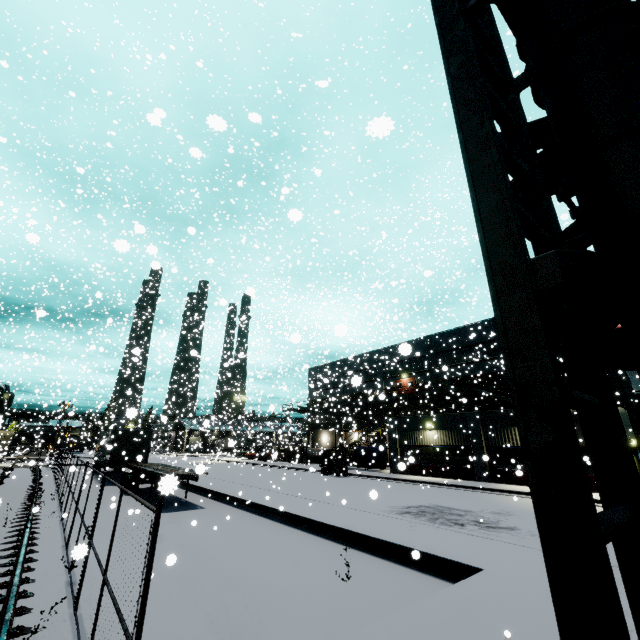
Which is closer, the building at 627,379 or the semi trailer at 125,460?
the semi trailer at 125,460

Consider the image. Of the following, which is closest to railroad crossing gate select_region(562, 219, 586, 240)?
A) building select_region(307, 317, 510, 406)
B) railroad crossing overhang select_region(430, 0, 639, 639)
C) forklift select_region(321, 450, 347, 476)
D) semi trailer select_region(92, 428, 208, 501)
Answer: railroad crossing overhang select_region(430, 0, 639, 639)

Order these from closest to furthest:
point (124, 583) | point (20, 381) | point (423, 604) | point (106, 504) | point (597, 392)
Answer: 1. point (597, 392)
2. point (423, 604)
3. point (124, 583)
4. point (106, 504)
5. point (20, 381)

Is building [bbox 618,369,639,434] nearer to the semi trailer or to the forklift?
the semi trailer

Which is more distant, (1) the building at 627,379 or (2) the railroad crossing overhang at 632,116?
(1) the building at 627,379

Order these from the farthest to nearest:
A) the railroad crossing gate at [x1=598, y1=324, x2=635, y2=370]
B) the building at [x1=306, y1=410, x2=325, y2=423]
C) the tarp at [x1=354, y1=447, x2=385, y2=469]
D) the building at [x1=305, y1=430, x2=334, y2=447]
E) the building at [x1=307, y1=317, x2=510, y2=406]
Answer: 1. the building at [x1=305, y1=430, x2=334, y2=447]
2. the building at [x1=306, y1=410, x2=325, y2=423]
3. the building at [x1=307, y1=317, x2=510, y2=406]
4. the tarp at [x1=354, y1=447, x2=385, y2=469]
5. the railroad crossing gate at [x1=598, y1=324, x2=635, y2=370]

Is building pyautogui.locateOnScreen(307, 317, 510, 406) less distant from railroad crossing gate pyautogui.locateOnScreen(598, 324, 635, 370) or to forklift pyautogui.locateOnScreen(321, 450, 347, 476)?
railroad crossing gate pyautogui.locateOnScreen(598, 324, 635, 370)

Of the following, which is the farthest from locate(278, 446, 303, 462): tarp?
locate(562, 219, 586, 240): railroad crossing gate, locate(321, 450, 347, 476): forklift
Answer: locate(562, 219, 586, 240): railroad crossing gate
